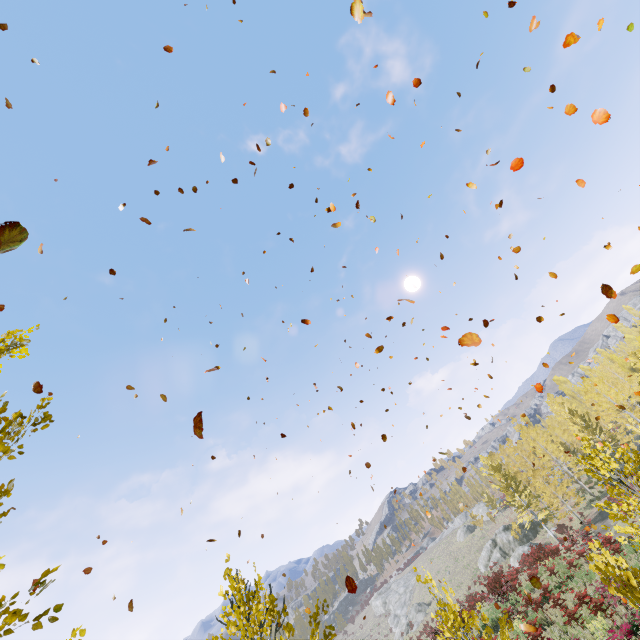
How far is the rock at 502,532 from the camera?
38.1m

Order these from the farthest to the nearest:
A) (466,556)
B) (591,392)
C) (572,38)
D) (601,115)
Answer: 1. (466,556)
2. (591,392)
3. (601,115)
4. (572,38)

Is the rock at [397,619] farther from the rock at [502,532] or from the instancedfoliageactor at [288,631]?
the instancedfoliageactor at [288,631]

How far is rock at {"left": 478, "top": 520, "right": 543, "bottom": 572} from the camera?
38.06m

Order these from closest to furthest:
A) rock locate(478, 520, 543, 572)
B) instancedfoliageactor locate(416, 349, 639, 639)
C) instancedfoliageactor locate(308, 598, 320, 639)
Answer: instancedfoliageactor locate(308, 598, 320, 639) < instancedfoliageactor locate(416, 349, 639, 639) < rock locate(478, 520, 543, 572)

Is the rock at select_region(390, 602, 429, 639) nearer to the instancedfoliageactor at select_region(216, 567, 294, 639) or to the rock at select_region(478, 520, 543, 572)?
the rock at select_region(478, 520, 543, 572)

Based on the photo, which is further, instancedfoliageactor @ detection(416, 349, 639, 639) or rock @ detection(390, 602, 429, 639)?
rock @ detection(390, 602, 429, 639)
